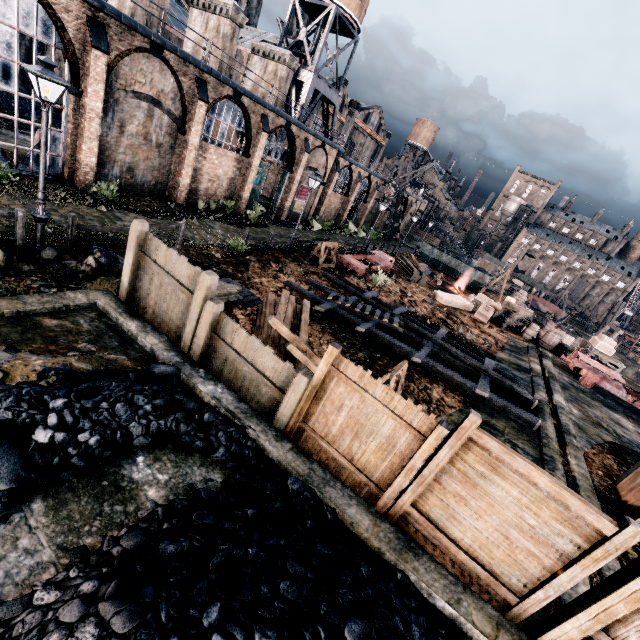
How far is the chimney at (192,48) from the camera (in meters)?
24.27

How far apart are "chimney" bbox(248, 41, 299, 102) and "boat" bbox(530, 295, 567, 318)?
50.7m

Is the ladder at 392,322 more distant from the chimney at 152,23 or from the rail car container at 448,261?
the rail car container at 448,261

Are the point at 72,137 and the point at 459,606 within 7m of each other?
no

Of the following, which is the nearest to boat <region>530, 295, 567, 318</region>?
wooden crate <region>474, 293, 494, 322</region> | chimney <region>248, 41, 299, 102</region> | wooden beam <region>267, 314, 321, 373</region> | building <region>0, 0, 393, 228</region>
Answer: building <region>0, 0, 393, 228</region>

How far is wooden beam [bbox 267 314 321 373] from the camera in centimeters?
857cm

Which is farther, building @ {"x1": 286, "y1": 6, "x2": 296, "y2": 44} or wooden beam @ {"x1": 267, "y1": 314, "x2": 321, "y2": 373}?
building @ {"x1": 286, "y1": 6, "x2": 296, "y2": 44}

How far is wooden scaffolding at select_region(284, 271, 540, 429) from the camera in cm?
1296
